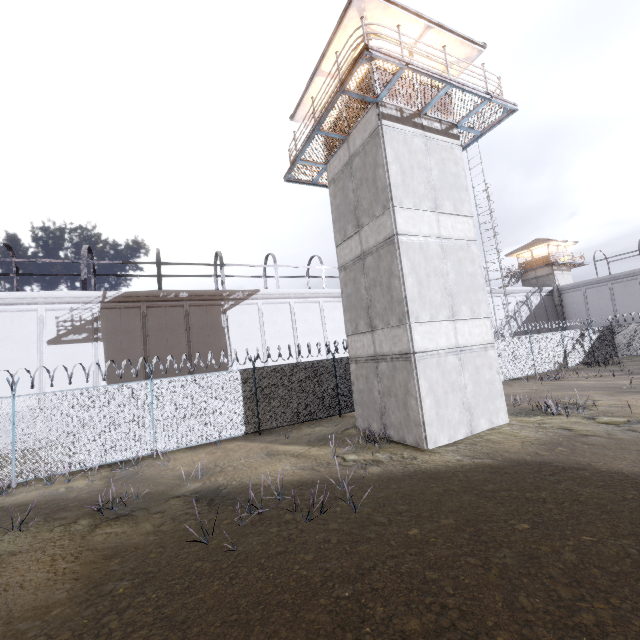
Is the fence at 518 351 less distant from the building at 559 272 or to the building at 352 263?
the building at 352 263

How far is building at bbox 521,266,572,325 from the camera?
39.5m

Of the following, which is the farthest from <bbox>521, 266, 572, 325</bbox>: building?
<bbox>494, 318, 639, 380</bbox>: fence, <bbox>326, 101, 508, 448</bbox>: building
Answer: <bbox>326, 101, 508, 448</bbox>: building

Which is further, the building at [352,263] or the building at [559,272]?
the building at [559,272]

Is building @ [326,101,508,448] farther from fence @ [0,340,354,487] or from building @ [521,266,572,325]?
building @ [521,266,572,325]

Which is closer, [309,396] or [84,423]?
[84,423]
